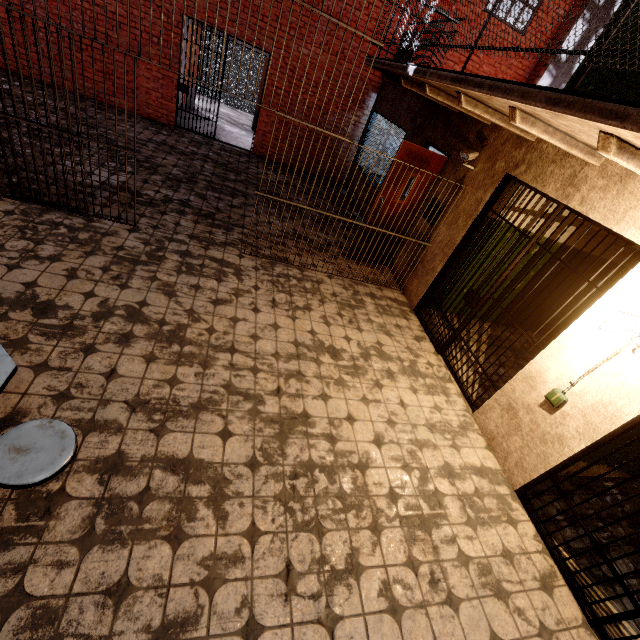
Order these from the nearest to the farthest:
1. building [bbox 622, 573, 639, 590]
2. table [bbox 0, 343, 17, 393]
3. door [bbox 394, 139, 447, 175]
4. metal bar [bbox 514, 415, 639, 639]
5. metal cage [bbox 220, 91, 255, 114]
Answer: table [bbox 0, 343, 17, 393]
metal bar [bbox 514, 415, 639, 639]
building [bbox 622, 573, 639, 590]
door [bbox 394, 139, 447, 175]
metal cage [bbox 220, 91, 255, 114]

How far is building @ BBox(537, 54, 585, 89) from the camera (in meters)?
3.55

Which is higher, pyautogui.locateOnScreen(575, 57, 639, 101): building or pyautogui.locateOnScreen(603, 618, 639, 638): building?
pyautogui.locateOnScreen(575, 57, 639, 101): building

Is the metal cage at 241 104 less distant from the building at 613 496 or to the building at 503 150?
the building at 503 150

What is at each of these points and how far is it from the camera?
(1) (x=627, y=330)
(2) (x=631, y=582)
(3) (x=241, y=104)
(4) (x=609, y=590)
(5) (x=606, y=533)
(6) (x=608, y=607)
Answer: (1) light fixture, 2.47m
(2) building, 3.03m
(3) metal cage, 13.67m
(4) building, 2.89m
(5) building, 3.37m
(6) building, 2.77m

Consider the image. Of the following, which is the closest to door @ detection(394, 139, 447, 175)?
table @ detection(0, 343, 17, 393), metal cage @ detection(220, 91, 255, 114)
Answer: table @ detection(0, 343, 17, 393)

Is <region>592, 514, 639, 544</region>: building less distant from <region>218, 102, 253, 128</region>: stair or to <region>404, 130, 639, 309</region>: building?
<region>404, 130, 639, 309</region>: building

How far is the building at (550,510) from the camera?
3.26m
